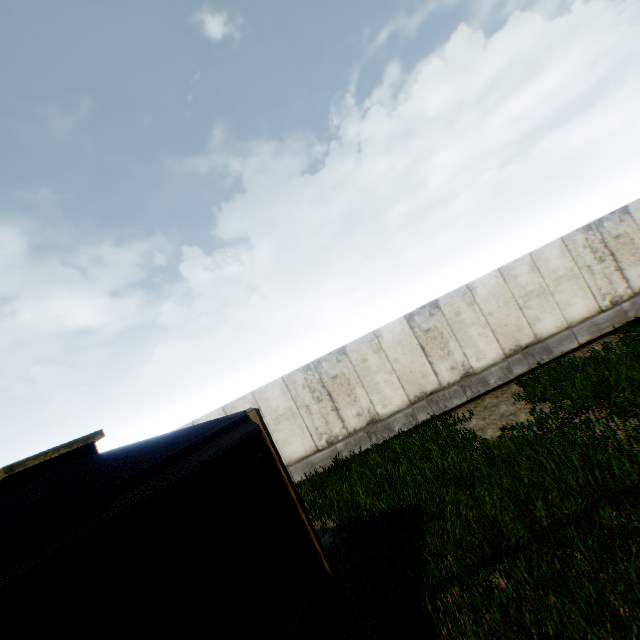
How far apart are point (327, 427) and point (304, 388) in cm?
160
